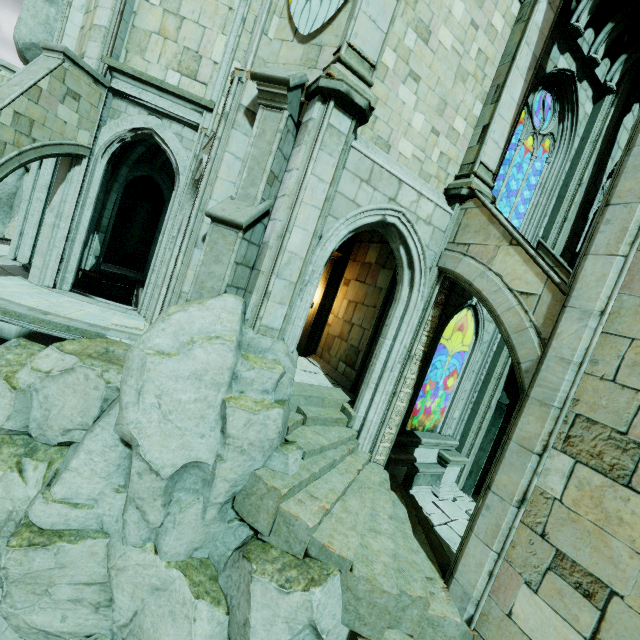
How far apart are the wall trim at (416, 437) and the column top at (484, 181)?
6.37m

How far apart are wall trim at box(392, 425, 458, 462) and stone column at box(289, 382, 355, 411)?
1.2m

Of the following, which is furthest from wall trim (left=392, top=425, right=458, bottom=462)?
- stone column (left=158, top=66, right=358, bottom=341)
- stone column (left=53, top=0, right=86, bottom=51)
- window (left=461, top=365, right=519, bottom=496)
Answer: stone column (left=53, top=0, right=86, bottom=51)

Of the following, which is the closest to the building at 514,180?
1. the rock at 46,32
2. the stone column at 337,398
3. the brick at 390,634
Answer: the stone column at 337,398

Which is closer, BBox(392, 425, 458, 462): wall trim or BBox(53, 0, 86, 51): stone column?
BBox(392, 425, 458, 462): wall trim

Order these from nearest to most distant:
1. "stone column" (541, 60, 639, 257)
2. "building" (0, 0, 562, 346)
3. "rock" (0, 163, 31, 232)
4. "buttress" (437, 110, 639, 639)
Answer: "buttress" (437, 110, 639, 639) < "building" (0, 0, 562, 346) < "stone column" (541, 60, 639, 257) < "rock" (0, 163, 31, 232)

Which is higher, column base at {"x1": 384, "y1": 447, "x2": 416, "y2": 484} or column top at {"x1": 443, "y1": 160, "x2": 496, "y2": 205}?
column top at {"x1": 443, "y1": 160, "x2": 496, "y2": 205}

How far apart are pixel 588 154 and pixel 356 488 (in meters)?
11.93
